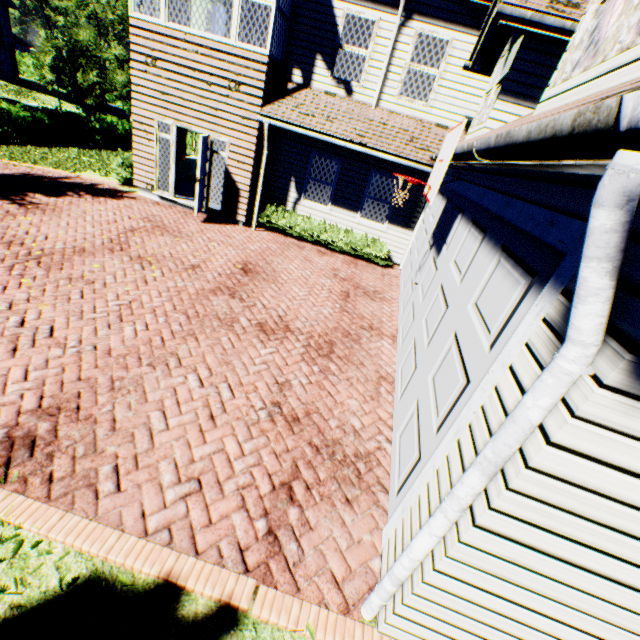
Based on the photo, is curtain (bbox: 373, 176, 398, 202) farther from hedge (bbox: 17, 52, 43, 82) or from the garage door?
hedge (bbox: 17, 52, 43, 82)

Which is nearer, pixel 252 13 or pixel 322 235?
pixel 252 13

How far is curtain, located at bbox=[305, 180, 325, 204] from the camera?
11.01m

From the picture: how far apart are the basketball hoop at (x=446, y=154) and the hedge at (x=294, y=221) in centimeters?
443cm

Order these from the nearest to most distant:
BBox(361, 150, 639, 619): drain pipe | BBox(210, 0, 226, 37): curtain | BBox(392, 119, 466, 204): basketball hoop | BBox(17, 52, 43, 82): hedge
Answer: BBox(361, 150, 639, 619): drain pipe → BBox(392, 119, 466, 204): basketball hoop → BBox(210, 0, 226, 37): curtain → BBox(17, 52, 43, 82): hedge

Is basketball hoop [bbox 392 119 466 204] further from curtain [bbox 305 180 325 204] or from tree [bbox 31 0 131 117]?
tree [bbox 31 0 131 117]

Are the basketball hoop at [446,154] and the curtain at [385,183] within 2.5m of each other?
no

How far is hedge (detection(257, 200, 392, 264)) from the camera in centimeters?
1049cm
